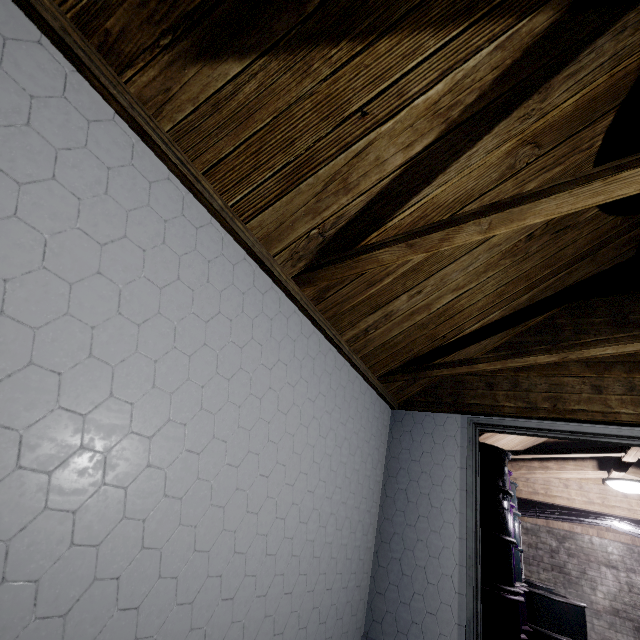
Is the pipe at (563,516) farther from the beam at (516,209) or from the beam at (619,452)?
the beam at (516,209)

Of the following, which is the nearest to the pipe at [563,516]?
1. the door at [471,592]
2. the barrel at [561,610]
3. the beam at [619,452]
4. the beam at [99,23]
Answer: the barrel at [561,610]

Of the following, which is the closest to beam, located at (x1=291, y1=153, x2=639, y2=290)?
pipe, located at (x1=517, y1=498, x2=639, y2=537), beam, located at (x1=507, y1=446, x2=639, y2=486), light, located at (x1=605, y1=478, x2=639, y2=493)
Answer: beam, located at (x1=507, y1=446, x2=639, y2=486)

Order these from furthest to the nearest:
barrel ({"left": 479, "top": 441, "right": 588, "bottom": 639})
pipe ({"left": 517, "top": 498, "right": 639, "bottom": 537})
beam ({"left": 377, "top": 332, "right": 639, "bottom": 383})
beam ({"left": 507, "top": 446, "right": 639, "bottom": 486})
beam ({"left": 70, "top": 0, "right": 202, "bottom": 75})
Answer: pipe ({"left": 517, "top": 498, "right": 639, "bottom": 537}) < beam ({"left": 507, "top": 446, "right": 639, "bottom": 486}) < barrel ({"left": 479, "top": 441, "right": 588, "bottom": 639}) < beam ({"left": 377, "top": 332, "right": 639, "bottom": 383}) < beam ({"left": 70, "top": 0, "right": 202, "bottom": 75})

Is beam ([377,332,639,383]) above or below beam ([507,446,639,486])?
below

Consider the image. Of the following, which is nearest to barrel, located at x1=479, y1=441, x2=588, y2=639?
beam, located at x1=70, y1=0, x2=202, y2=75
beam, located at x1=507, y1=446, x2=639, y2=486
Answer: beam, located at x1=507, y1=446, x2=639, y2=486

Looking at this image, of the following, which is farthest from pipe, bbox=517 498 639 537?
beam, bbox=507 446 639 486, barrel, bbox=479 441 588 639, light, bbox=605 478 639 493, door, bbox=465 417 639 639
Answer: door, bbox=465 417 639 639

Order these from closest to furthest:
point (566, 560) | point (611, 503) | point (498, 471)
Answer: point (498, 471) < point (611, 503) < point (566, 560)
